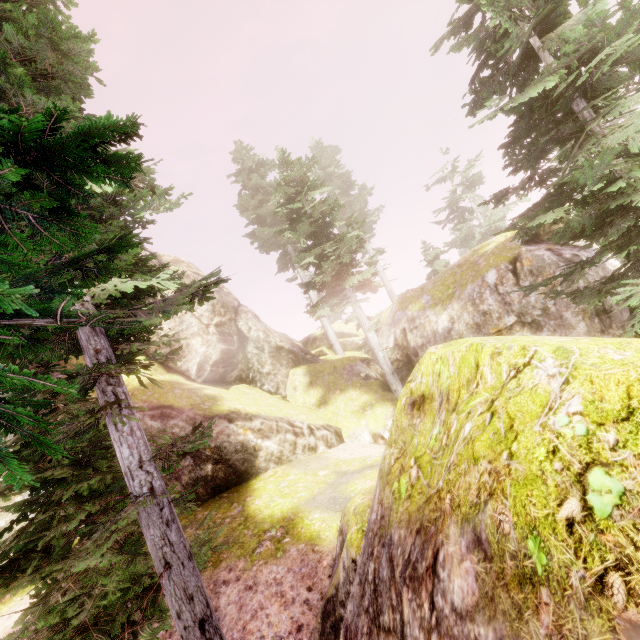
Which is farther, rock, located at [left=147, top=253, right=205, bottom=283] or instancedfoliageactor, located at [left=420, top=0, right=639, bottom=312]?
rock, located at [left=147, top=253, right=205, bottom=283]

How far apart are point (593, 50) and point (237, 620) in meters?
13.5

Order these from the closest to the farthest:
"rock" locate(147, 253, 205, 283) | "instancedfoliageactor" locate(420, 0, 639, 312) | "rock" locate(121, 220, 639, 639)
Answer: "rock" locate(121, 220, 639, 639), "instancedfoliageactor" locate(420, 0, 639, 312), "rock" locate(147, 253, 205, 283)

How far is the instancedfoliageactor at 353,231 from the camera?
14.50m

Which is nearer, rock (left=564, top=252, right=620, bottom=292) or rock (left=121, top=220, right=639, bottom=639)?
rock (left=121, top=220, right=639, bottom=639)

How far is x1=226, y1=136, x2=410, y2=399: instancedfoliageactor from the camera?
14.50m

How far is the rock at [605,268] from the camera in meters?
12.4 m

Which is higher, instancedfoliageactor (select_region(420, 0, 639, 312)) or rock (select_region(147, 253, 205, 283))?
rock (select_region(147, 253, 205, 283))
